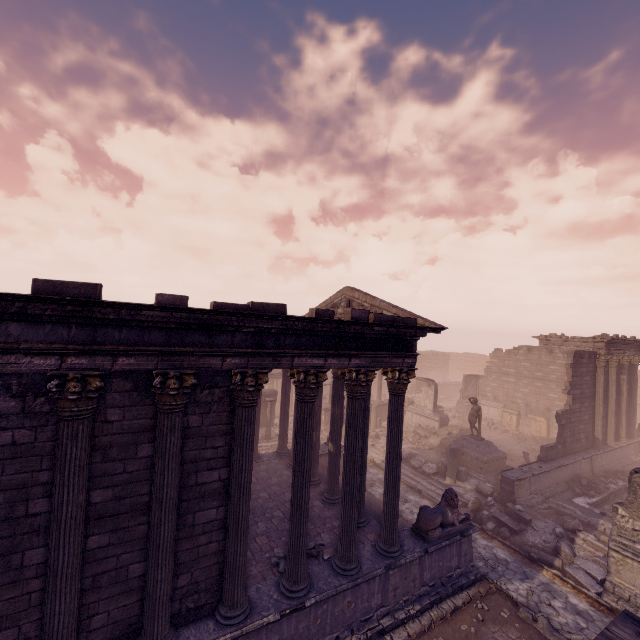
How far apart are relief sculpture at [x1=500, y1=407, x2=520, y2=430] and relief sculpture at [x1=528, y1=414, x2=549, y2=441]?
0.7m

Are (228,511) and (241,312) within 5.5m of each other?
yes

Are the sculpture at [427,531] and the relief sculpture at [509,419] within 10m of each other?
no

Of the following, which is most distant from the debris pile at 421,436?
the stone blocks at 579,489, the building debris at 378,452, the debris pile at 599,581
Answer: the stone blocks at 579,489

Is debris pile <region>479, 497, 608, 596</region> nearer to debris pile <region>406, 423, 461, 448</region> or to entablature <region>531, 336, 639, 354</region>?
debris pile <region>406, 423, 461, 448</region>

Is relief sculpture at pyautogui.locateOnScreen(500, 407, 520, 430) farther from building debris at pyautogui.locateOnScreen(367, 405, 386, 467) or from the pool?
building debris at pyautogui.locateOnScreen(367, 405, 386, 467)

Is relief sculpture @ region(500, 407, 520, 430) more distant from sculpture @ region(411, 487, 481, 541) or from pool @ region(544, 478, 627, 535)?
sculpture @ region(411, 487, 481, 541)

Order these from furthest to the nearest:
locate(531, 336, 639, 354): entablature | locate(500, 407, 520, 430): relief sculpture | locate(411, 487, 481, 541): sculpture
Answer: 1. locate(500, 407, 520, 430): relief sculpture
2. locate(531, 336, 639, 354): entablature
3. locate(411, 487, 481, 541): sculpture
